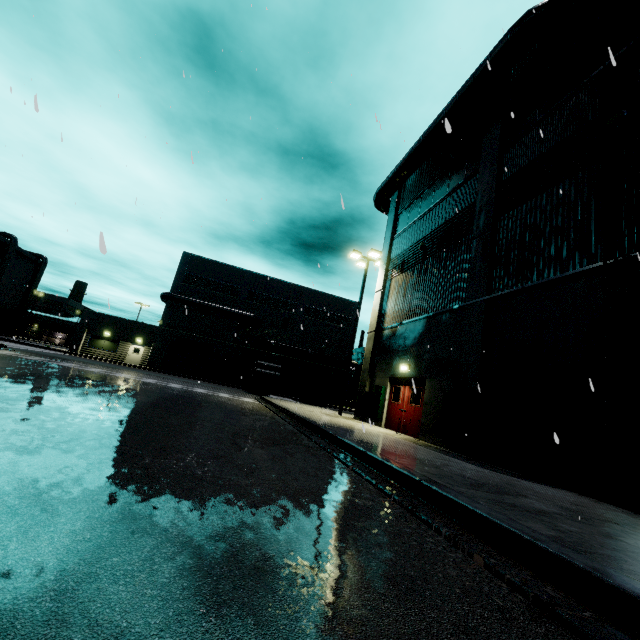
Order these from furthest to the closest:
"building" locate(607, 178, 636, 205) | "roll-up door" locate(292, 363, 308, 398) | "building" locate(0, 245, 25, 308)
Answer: "building" locate(0, 245, 25, 308)
"roll-up door" locate(292, 363, 308, 398)
"building" locate(607, 178, 636, 205)

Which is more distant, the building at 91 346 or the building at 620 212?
the building at 91 346

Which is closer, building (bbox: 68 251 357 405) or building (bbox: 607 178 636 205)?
building (bbox: 607 178 636 205)

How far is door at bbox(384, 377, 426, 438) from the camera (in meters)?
12.73

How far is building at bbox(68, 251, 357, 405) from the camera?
37.2m

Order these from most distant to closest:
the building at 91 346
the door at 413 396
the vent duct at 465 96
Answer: the building at 91 346 < the door at 413 396 < the vent duct at 465 96

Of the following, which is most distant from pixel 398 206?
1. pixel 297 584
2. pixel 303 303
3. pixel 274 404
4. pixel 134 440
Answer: pixel 303 303

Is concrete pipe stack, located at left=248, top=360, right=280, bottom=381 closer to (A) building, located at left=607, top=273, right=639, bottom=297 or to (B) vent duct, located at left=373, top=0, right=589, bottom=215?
(A) building, located at left=607, top=273, right=639, bottom=297
